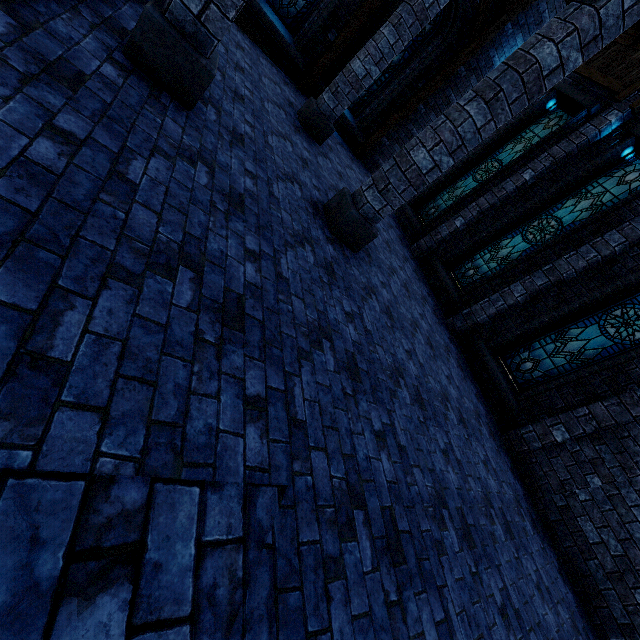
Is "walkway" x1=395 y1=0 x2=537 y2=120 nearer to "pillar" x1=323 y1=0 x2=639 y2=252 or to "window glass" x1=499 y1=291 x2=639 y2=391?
"pillar" x1=323 y1=0 x2=639 y2=252

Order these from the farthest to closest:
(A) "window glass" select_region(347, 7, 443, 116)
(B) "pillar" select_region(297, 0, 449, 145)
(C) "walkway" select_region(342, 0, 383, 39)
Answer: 1. (A) "window glass" select_region(347, 7, 443, 116)
2. (C) "walkway" select_region(342, 0, 383, 39)
3. (B) "pillar" select_region(297, 0, 449, 145)

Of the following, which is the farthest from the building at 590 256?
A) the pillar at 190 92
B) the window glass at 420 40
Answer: the window glass at 420 40

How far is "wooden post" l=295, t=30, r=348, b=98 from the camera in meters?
9.0 m

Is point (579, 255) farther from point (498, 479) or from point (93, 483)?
point (93, 483)

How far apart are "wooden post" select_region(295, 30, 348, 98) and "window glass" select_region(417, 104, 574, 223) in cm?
504

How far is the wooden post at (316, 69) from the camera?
9.0m

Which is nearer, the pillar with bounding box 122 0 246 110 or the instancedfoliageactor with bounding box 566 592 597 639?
the pillar with bounding box 122 0 246 110
